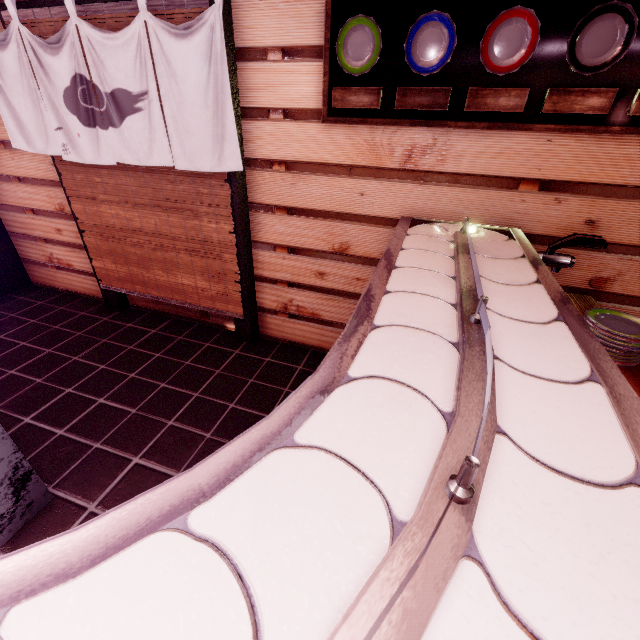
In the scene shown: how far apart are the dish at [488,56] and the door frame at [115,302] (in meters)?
6.17

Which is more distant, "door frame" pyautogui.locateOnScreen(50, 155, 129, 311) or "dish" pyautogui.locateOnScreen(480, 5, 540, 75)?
"door frame" pyautogui.locateOnScreen(50, 155, 129, 311)

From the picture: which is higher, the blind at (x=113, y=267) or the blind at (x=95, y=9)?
the blind at (x=95, y=9)

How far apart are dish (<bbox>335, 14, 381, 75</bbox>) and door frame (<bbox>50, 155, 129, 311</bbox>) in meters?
4.8 m

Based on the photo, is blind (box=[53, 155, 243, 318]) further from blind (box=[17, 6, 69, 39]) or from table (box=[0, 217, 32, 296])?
table (box=[0, 217, 32, 296])

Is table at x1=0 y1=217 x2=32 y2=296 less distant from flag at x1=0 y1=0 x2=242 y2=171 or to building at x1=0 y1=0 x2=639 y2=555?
building at x1=0 y1=0 x2=639 y2=555

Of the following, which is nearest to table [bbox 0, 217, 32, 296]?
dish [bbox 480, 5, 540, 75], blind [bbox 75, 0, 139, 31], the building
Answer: the building

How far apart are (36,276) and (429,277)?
9.1 meters
